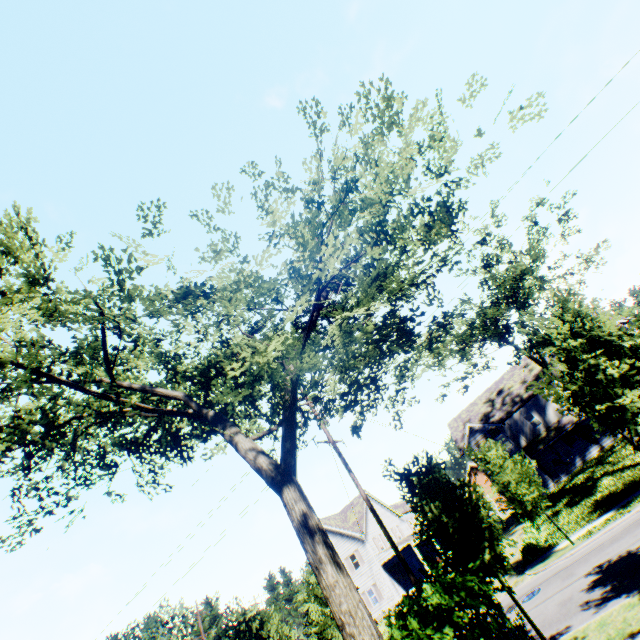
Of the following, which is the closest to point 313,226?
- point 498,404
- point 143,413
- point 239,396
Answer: point 239,396

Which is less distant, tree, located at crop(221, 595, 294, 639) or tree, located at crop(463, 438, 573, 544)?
tree, located at crop(221, 595, 294, 639)

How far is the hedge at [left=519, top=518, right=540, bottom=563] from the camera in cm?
1972

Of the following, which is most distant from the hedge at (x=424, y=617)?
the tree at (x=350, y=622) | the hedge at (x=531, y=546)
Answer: the hedge at (x=531, y=546)

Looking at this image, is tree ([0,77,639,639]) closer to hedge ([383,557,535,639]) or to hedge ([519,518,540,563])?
hedge ([383,557,535,639])

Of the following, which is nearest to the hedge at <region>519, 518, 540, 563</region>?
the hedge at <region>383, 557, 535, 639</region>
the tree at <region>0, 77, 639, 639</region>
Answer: the tree at <region>0, 77, 639, 639</region>

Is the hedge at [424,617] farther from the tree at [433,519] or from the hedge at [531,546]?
the hedge at [531,546]

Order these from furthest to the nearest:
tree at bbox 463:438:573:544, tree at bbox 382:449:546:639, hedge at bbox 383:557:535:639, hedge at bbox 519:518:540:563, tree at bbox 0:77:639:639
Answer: hedge at bbox 519:518:540:563
tree at bbox 463:438:573:544
tree at bbox 382:449:546:639
hedge at bbox 383:557:535:639
tree at bbox 0:77:639:639
